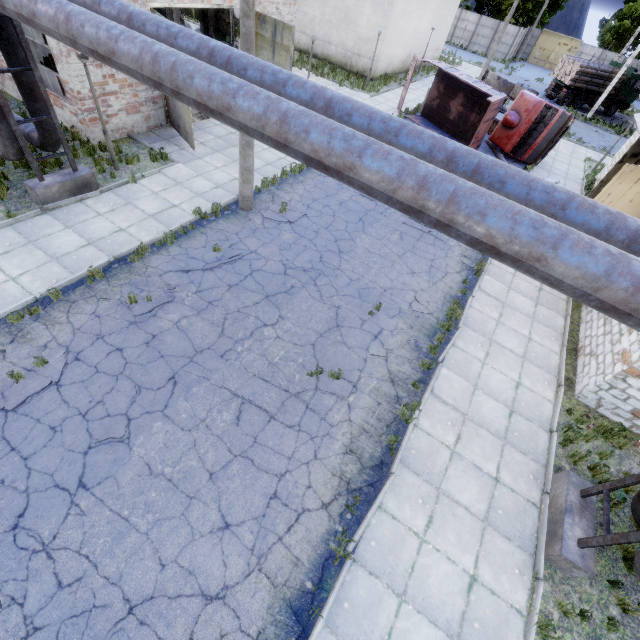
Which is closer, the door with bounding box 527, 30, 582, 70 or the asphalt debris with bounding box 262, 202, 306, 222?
the asphalt debris with bounding box 262, 202, 306, 222

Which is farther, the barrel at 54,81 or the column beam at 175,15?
the column beam at 175,15

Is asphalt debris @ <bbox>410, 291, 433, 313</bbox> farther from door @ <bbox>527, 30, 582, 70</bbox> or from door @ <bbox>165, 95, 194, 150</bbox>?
door @ <bbox>527, 30, 582, 70</bbox>

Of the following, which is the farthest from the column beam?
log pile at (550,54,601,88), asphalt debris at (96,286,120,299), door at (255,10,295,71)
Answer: log pile at (550,54,601,88)

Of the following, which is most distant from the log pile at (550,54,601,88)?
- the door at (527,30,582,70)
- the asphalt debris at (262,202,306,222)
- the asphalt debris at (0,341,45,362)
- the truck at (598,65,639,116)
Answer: the asphalt debris at (0,341,45,362)

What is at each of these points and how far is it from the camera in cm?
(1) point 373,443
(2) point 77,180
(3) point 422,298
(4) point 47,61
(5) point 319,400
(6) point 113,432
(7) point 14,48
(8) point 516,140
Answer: (1) asphalt debris, 688
(2) pipe holder, 1011
(3) asphalt debris, 1020
(4) cabinet door, 1445
(5) asphalt debris, 735
(6) asphalt debris, 612
(7) pipe, 798
(8) truck, 1878

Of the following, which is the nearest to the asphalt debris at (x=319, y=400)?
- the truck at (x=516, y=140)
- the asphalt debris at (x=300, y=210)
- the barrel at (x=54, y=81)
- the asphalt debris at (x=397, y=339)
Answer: the asphalt debris at (x=397, y=339)

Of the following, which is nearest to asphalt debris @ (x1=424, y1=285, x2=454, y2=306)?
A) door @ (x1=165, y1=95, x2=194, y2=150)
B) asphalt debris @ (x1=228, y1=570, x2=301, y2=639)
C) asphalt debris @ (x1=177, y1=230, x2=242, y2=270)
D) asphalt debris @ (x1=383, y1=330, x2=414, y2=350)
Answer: asphalt debris @ (x1=383, y1=330, x2=414, y2=350)
